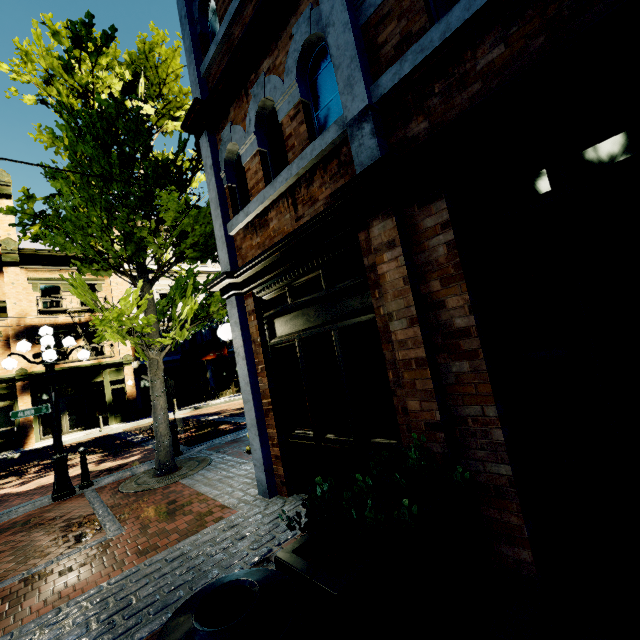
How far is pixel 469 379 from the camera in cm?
255

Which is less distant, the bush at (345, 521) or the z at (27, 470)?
the bush at (345, 521)

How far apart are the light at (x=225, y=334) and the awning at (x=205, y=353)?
16.3m

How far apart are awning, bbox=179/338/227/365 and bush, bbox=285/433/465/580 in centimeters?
2046cm

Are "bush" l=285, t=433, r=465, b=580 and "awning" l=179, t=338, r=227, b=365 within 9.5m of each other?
no

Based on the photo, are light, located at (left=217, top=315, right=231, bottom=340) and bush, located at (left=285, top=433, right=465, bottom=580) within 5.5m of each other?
yes

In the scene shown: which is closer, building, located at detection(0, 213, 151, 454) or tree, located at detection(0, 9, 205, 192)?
tree, located at detection(0, 9, 205, 192)

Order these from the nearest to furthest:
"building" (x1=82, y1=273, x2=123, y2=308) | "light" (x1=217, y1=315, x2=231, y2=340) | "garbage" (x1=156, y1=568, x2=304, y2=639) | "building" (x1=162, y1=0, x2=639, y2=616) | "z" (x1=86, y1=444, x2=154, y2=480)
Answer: "garbage" (x1=156, y1=568, x2=304, y2=639) < "building" (x1=162, y1=0, x2=639, y2=616) < "light" (x1=217, y1=315, x2=231, y2=340) < "z" (x1=86, y1=444, x2=154, y2=480) < "building" (x1=82, y1=273, x2=123, y2=308)
